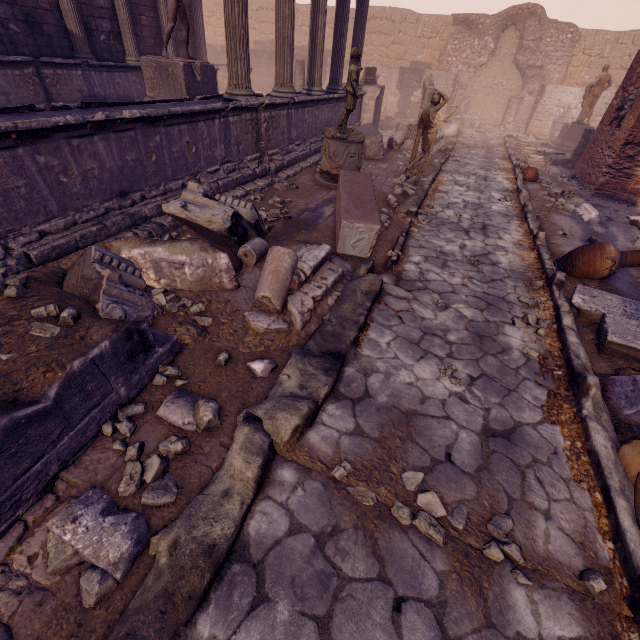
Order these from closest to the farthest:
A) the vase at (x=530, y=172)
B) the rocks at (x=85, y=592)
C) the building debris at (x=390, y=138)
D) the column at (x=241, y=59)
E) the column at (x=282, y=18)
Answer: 1. the rocks at (x=85, y=592)
2. the column at (x=241, y=59)
3. the column at (x=282, y=18)
4. the vase at (x=530, y=172)
5. the building debris at (x=390, y=138)

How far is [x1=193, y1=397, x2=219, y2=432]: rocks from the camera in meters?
2.5

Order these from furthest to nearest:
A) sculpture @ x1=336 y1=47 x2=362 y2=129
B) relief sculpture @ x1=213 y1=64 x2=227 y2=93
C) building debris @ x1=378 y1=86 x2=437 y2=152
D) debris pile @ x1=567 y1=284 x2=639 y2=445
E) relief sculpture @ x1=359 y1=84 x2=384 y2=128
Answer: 1. relief sculpture @ x1=213 y1=64 x2=227 y2=93
2. relief sculpture @ x1=359 y1=84 x2=384 y2=128
3. building debris @ x1=378 y1=86 x2=437 y2=152
4. sculpture @ x1=336 y1=47 x2=362 y2=129
5. debris pile @ x1=567 y1=284 x2=639 y2=445

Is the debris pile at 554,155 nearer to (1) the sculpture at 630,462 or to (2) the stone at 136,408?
(1) the sculpture at 630,462

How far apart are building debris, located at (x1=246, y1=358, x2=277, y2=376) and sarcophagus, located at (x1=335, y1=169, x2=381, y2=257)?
2.50m

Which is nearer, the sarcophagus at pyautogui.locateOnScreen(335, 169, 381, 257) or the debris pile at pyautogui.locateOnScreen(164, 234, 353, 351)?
the debris pile at pyautogui.locateOnScreen(164, 234, 353, 351)

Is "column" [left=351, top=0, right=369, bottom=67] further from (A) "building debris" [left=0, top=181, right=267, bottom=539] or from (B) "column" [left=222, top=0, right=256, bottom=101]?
(A) "building debris" [left=0, top=181, right=267, bottom=539]

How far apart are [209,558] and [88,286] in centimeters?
246cm
